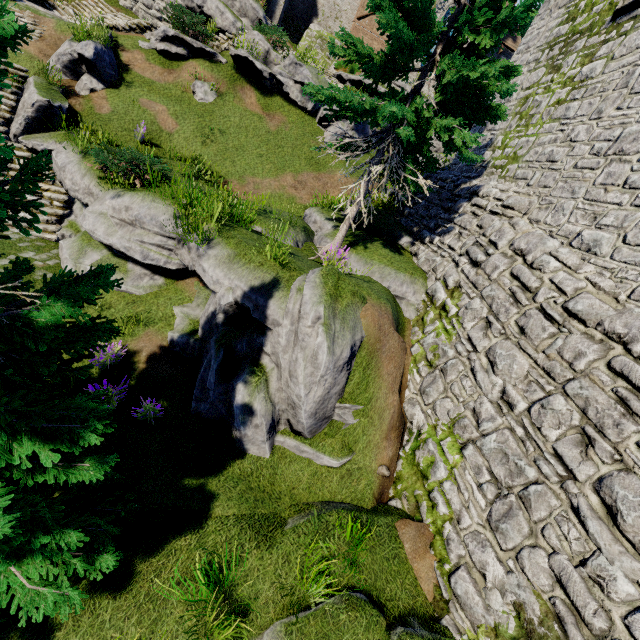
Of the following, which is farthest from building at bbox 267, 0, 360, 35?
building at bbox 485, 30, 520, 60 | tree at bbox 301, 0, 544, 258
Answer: tree at bbox 301, 0, 544, 258

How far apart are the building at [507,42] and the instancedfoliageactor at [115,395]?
31.60m

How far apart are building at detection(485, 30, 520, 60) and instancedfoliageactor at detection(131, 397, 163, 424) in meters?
31.4

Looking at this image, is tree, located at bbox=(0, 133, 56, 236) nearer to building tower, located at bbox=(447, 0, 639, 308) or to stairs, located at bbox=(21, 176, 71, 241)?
stairs, located at bbox=(21, 176, 71, 241)

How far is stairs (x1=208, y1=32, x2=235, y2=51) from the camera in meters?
16.5 m

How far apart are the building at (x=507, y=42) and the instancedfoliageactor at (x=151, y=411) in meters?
31.4

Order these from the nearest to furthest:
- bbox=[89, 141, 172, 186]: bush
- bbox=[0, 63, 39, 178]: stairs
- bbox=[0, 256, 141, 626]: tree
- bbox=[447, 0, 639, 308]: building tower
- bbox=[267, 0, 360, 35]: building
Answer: bbox=[0, 256, 141, 626]: tree, bbox=[447, 0, 639, 308]: building tower, bbox=[89, 141, 172, 186]: bush, bbox=[0, 63, 39, 178]: stairs, bbox=[267, 0, 360, 35]: building

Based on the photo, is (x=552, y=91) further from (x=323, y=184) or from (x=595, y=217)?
(x=323, y=184)
